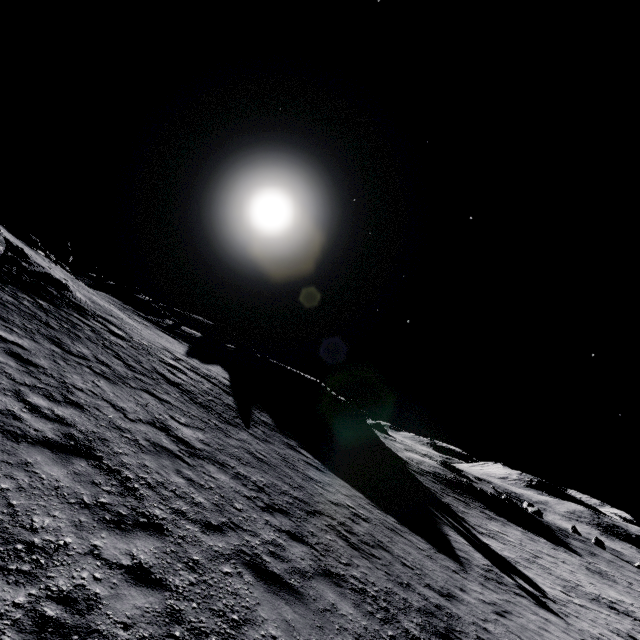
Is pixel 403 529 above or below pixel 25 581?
below

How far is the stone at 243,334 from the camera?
42.4m

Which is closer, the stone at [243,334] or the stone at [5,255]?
the stone at [5,255]

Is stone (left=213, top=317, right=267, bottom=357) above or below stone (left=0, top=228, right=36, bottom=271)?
above

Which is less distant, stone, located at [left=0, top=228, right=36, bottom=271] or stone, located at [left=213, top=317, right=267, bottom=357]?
stone, located at [left=0, top=228, right=36, bottom=271]

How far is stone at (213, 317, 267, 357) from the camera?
42.4 meters
